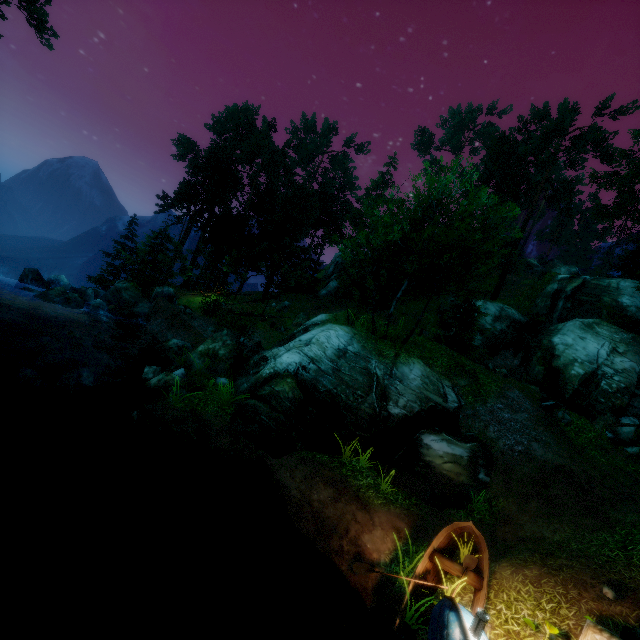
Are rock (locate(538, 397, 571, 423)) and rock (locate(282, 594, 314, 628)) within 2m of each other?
no

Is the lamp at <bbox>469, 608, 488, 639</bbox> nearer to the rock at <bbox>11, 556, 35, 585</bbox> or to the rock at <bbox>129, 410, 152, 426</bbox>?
the rock at <bbox>11, 556, 35, 585</bbox>

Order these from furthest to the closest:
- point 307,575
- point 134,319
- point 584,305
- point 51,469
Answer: point 584,305
point 134,319
point 51,469
point 307,575

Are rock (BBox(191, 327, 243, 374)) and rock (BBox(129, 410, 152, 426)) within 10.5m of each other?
yes

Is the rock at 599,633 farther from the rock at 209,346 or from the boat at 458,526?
the rock at 209,346

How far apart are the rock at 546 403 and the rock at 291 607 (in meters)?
16.15

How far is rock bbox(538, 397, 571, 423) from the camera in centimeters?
1616cm

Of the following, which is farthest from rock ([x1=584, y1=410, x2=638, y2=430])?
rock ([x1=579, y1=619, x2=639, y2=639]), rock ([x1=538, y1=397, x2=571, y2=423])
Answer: rock ([x1=579, y1=619, x2=639, y2=639])
